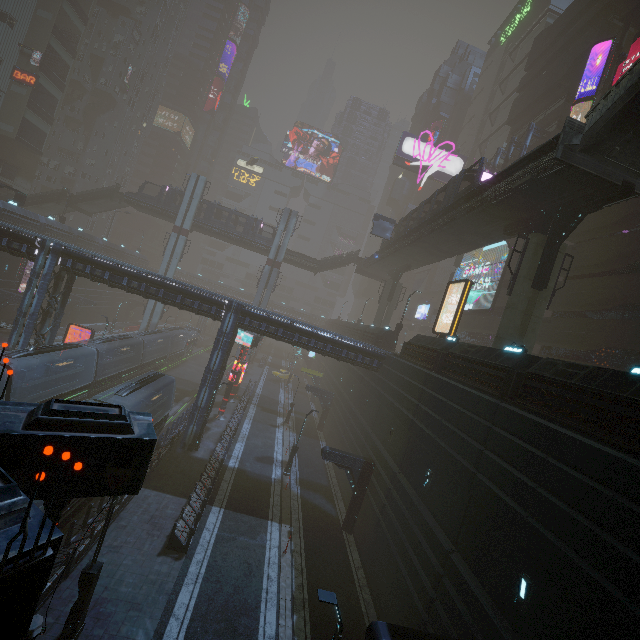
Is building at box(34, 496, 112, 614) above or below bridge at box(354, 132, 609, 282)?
below

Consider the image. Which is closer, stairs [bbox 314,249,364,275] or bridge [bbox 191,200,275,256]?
bridge [bbox 191,200,275,256]

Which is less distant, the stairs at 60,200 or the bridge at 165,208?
the stairs at 60,200

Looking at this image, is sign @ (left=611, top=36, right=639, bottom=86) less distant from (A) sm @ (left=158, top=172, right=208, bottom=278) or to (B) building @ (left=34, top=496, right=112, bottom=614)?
(B) building @ (left=34, top=496, right=112, bottom=614)

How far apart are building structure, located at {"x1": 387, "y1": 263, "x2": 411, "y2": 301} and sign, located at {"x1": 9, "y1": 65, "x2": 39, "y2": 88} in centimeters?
6041cm

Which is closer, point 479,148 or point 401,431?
point 401,431

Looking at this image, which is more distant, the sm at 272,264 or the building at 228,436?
the sm at 272,264

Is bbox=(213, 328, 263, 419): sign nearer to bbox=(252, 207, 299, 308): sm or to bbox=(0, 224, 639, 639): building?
bbox=(0, 224, 639, 639): building
